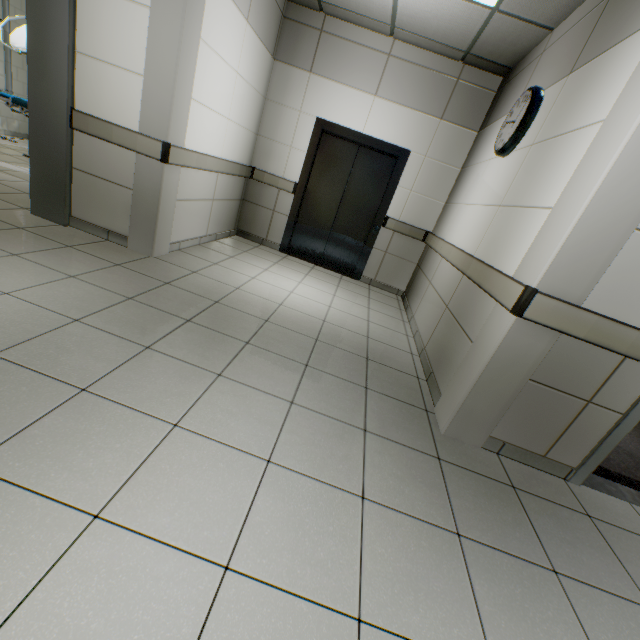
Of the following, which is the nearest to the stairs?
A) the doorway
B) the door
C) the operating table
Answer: the door

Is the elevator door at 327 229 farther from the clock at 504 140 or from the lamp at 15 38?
the lamp at 15 38

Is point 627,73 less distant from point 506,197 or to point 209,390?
point 506,197

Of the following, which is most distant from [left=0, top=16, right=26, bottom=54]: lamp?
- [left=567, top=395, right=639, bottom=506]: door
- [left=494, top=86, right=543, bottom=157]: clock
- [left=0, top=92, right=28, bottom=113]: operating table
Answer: [left=567, top=395, right=639, bottom=506]: door

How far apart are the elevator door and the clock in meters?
1.8 m

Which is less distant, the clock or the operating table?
the clock

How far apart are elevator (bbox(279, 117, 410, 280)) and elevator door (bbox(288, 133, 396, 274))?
0.01m

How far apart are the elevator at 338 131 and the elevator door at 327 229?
0.0m
